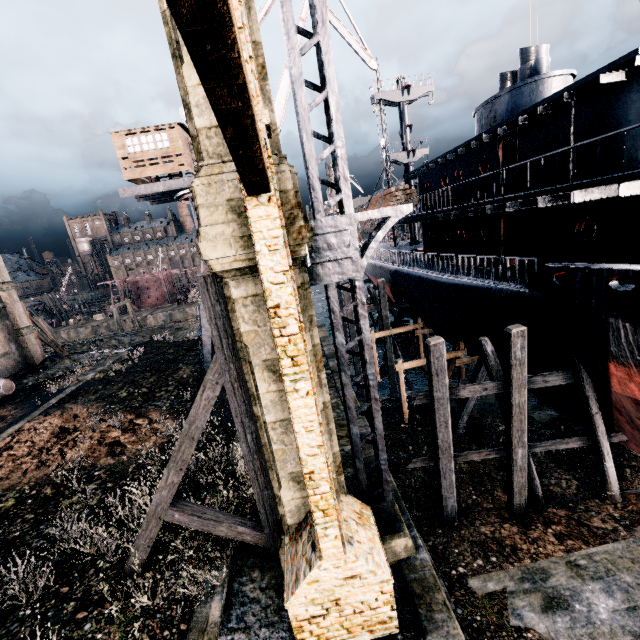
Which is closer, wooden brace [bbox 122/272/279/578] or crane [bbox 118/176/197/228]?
wooden brace [bbox 122/272/279/578]

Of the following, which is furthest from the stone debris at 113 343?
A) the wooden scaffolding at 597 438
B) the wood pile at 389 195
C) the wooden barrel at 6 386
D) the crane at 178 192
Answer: the wooden scaffolding at 597 438

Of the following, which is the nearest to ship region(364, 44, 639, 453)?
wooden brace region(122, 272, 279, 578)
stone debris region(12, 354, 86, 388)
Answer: wooden brace region(122, 272, 279, 578)

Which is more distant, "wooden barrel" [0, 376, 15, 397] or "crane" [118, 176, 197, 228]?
"wooden barrel" [0, 376, 15, 397]

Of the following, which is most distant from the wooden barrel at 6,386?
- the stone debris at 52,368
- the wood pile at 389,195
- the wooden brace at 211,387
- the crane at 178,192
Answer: the wood pile at 389,195

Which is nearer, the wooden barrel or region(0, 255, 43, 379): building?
the wooden barrel

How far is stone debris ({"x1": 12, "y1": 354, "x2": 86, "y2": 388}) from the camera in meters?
28.4

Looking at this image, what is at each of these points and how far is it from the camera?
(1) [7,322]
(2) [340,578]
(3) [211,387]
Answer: (1) building, 30.19m
(2) building, 7.23m
(3) wooden brace, 8.48m
